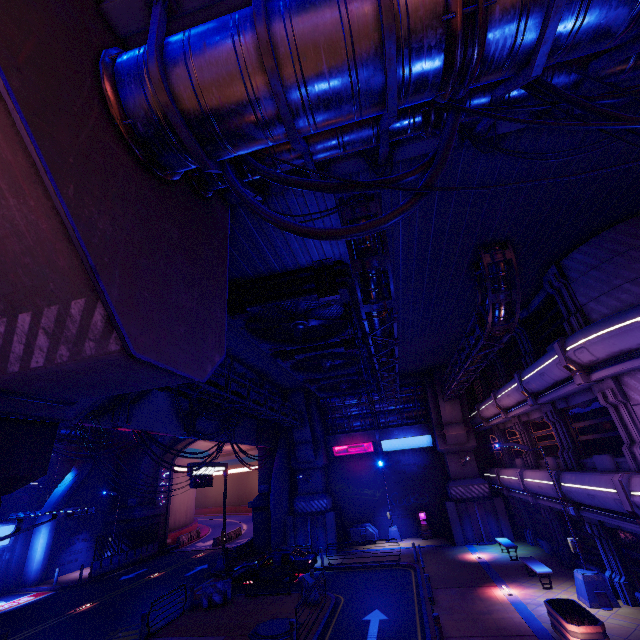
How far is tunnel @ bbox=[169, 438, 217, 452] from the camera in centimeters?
3686cm

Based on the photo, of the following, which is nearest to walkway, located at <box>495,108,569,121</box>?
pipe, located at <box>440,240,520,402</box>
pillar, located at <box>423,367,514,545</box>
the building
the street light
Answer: pipe, located at <box>440,240,520,402</box>

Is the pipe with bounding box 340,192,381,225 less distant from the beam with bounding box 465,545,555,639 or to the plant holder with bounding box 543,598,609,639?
the plant holder with bounding box 543,598,609,639

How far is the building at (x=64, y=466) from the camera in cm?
3362

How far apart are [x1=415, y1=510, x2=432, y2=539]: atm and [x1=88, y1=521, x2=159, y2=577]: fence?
25.70m

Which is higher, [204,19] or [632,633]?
[204,19]

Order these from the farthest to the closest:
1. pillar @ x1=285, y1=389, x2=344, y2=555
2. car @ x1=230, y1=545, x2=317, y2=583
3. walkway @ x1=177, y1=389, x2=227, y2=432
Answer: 1. pillar @ x1=285, y1=389, x2=344, y2=555
2. car @ x1=230, y1=545, x2=317, y2=583
3. walkway @ x1=177, y1=389, x2=227, y2=432

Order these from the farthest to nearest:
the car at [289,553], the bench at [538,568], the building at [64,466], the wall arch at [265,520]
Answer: the building at [64,466]
the wall arch at [265,520]
the car at [289,553]
the bench at [538,568]
